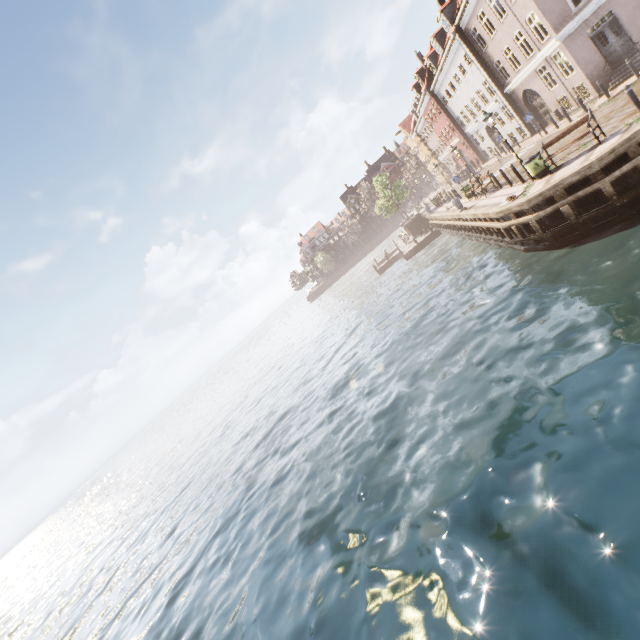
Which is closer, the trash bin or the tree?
the trash bin

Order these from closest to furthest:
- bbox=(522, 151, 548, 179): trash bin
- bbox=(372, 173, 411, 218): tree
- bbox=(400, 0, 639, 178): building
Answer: bbox=(522, 151, 548, 179): trash bin → bbox=(400, 0, 639, 178): building → bbox=(372, 173, 411, 218): tree

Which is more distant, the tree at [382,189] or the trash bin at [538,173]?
the tree at [382,189]

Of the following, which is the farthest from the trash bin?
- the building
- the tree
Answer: the building

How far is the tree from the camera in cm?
4006

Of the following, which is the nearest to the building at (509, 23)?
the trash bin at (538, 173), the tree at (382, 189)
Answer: the tree at (382, 189)

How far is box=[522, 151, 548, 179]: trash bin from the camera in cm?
1355

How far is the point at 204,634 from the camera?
9.6m
